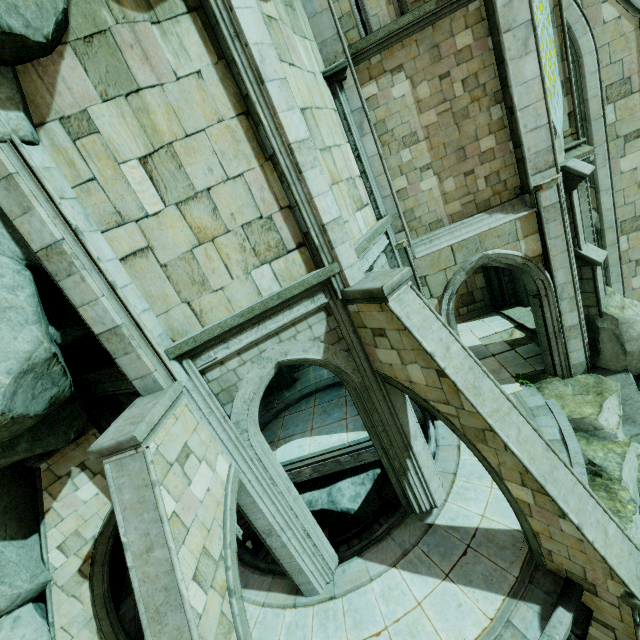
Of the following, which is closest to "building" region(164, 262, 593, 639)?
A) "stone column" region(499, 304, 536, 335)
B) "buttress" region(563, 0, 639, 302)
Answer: "buttress" region(563, 0, 639, 302)

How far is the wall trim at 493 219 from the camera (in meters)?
9.03

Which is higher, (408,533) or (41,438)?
(41,438)

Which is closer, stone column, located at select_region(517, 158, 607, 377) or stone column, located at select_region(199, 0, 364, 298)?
stone column, located at select_region(199, 0, 364, 298)

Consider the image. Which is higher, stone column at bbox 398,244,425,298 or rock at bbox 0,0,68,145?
rock at bbox 0,0,68,145

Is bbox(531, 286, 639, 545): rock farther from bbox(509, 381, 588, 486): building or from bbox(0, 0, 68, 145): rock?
bbox(0, 0, 68, 145): rock

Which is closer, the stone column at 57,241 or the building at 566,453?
the stone column at 57,241

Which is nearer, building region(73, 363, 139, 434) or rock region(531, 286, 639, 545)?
building region(73, 363, 139, 434)
